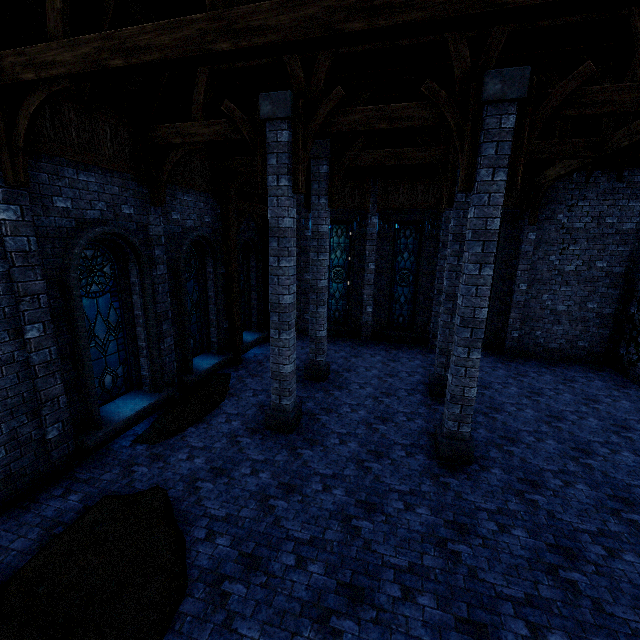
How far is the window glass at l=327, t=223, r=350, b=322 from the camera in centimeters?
1462cm

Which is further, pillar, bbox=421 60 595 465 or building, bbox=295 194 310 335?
building, bbox=295 194 310 335

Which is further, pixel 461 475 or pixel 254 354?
pixel 254 354

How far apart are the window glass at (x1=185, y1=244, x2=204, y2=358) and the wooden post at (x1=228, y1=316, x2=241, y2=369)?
0.8m

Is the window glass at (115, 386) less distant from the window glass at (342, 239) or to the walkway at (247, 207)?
the walkway at (247, 207)

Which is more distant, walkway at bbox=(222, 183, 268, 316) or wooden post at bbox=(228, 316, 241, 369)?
wooden post at bbox=(228, 316, 241, 369)

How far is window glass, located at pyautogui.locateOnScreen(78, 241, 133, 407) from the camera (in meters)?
6.89

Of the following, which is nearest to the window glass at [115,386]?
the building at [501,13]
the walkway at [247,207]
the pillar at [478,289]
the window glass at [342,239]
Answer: the building at [501,13]
